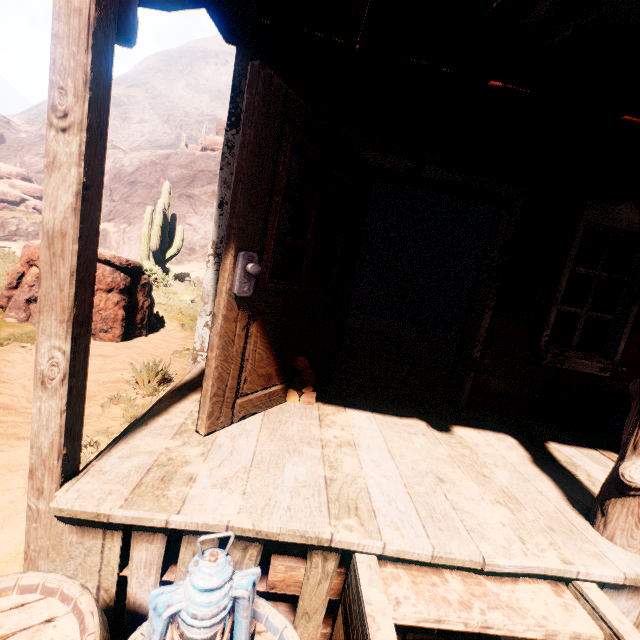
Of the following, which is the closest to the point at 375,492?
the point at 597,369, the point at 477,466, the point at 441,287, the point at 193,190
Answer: the point at 477,466

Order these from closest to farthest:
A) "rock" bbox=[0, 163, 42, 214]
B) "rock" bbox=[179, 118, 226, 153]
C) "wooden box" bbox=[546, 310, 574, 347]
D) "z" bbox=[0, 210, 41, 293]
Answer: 1. "z" bbox=[0, 210, 41, 293]
2. "wooden box" bbox=[546, 310, 574, 347]
3. "rock" bbox=[0, 163, 42, 214]
4. "rock" bbox=[179, 118, 226, 153]

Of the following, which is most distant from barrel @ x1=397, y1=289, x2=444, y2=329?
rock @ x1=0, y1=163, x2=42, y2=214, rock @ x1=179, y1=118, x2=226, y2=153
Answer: rock @ x1=179, y1=118, x2=226, y2=153

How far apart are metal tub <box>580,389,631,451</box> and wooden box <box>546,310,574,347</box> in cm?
665

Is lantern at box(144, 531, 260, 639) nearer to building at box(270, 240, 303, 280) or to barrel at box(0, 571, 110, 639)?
barrel at box(0, 571, 110, 639)

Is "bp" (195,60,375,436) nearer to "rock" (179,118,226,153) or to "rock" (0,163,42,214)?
"rock" (0,163,42,214)

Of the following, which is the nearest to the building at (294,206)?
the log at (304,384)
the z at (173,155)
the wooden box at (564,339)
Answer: the z at (173,155)

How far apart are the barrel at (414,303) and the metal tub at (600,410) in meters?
6.3 m
